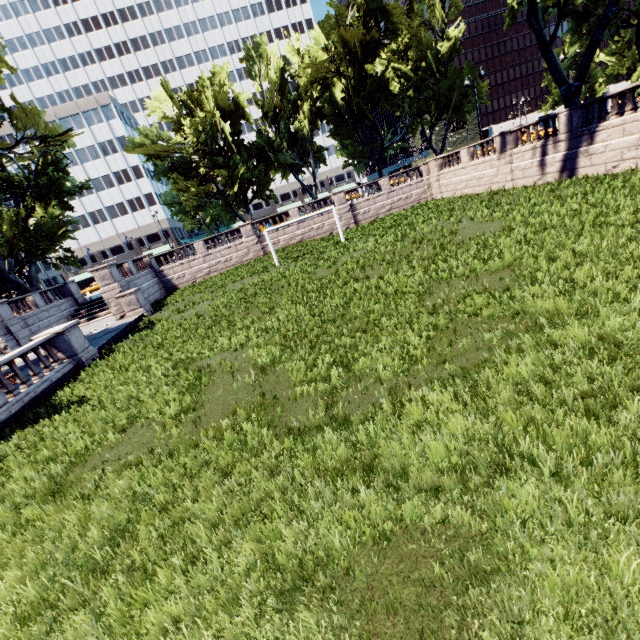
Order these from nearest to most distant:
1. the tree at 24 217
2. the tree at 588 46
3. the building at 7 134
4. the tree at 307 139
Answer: the tree at 588 46 < the tree at 24 217 < the tree at 307 139 < the building at 7 134

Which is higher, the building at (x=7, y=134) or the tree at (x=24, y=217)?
the building at (x=7, y=134)

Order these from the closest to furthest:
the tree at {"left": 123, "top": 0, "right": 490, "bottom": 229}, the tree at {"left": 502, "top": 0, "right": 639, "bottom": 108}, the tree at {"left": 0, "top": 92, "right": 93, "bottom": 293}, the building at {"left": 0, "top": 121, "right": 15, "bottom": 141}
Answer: the tree at {"left": 502, "top": 0, "right": 639, "bottom": 108}, the tree at {"left": 0, "top": 92, "right": 93, "bottom": 293}, the tree at {"left": 123, "top": 0, "right": 490, "bottom": 229}, the building at {"left": 0, "top": 121, "right": 15, "bottom": 141}

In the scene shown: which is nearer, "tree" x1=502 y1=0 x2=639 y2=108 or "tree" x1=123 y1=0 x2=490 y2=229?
"tree" x1=502 y1=0 x2=639 y2=108

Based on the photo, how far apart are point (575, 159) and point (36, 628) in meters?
28.0 m

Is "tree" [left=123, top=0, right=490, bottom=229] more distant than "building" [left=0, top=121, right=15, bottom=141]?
No
